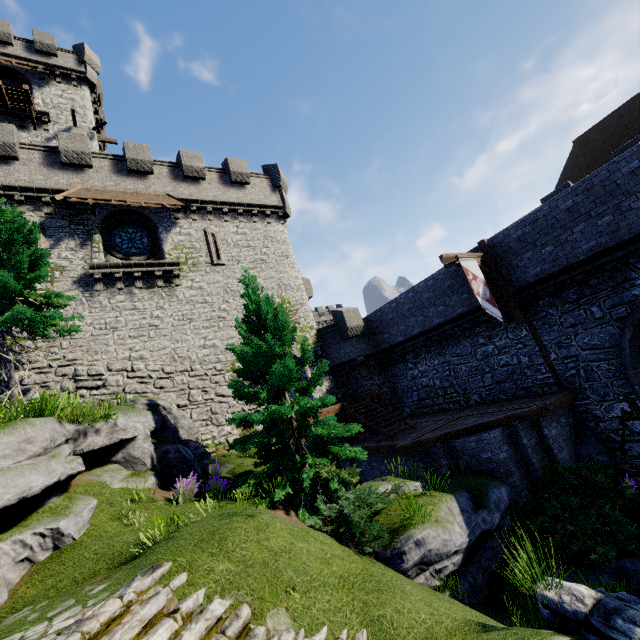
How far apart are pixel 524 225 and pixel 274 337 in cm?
1103

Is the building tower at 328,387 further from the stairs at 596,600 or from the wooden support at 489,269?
the stairs at 596,600

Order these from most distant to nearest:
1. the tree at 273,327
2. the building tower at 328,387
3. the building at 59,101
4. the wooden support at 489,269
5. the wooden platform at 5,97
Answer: the building at 59,101
the wooden platform at 5,97
the building tower at 328,387
the wooden support at 489,269
the tree at 273,327

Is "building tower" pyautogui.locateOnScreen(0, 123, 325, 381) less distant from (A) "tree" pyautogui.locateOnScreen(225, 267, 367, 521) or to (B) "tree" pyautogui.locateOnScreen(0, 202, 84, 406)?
(B) "tree" pyautogui.locateOnScreen(0, 202, 84, 406)

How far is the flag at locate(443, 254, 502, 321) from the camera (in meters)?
12.09

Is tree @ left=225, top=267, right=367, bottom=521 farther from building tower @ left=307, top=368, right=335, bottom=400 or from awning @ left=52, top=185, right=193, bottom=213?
awning @ left=52, top=185, right=193, bottom=213

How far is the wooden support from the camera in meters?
13.6 m

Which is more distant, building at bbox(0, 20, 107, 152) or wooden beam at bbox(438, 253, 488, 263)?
building at bbox(0, 20, 107, 152)
